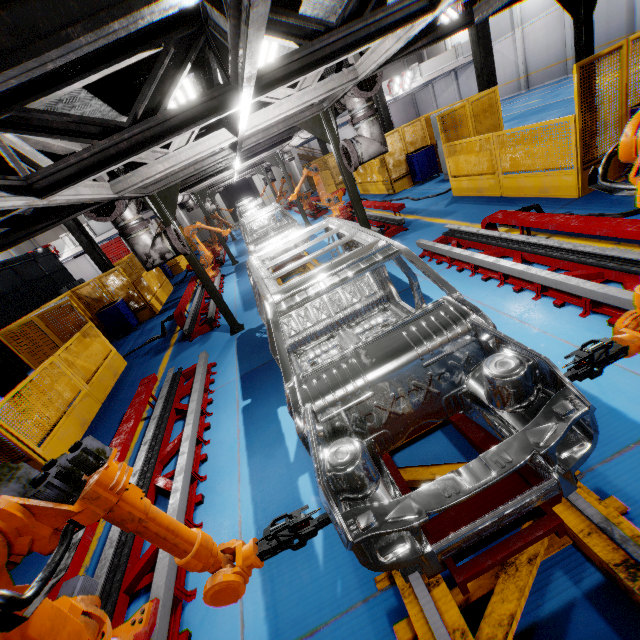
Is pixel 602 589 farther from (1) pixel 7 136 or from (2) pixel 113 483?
(1) pixel 7 136

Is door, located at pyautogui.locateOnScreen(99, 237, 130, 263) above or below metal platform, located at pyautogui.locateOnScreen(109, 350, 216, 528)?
above

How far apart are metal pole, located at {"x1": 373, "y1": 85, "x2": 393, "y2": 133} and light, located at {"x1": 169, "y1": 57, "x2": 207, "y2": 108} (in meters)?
15.57

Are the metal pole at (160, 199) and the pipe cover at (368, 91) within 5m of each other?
yes

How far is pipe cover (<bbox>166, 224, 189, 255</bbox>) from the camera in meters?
5.7

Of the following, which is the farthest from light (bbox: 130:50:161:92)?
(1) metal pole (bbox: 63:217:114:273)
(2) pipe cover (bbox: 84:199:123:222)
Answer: (1) metal pole (bbox: 63:217:114:273)

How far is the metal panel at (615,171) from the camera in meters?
6.2 m

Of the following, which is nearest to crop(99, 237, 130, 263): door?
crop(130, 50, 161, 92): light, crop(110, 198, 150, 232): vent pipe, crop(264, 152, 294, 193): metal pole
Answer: crop(110, 198, 150, 232): vent pipe
